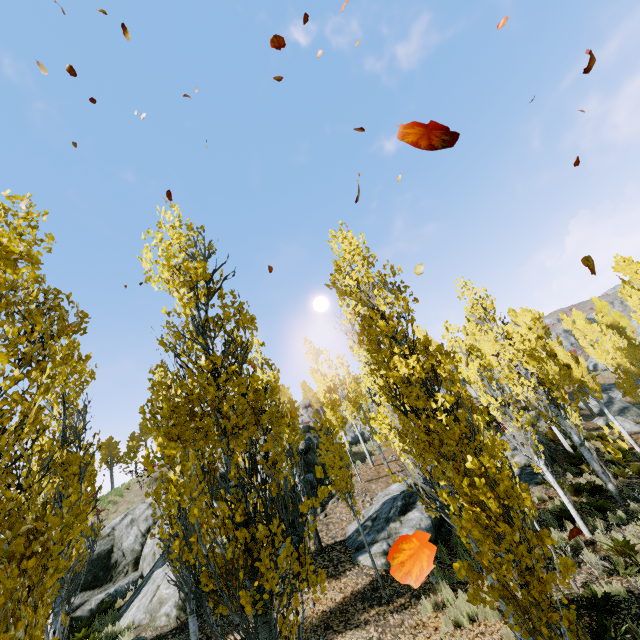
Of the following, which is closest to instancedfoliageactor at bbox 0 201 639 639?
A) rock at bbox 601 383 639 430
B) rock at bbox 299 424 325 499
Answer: rock at bbox 299 424 325 499

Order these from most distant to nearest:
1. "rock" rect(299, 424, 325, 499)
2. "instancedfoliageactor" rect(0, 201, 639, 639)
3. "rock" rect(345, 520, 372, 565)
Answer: "rock" rect(299, 424, 325, 499) → "rock" rect(345, 520, 372, 565) → "instancedfoliageactor" rect(0, 201, 639, 639)

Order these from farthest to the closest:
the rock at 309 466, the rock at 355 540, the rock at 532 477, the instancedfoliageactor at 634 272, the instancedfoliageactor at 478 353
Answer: the instancedfoliageactor at 634 272 → the rock at 309 466 → the rock at 532 477 → the rock at 355 540 → the instancedfoliageactor at 478 353

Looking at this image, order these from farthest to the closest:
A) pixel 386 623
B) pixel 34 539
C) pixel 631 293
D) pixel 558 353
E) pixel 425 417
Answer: pixel 631 293 < pixel 558 353 < pixel 386 623 < pixel 425 417 < pixel 34 539

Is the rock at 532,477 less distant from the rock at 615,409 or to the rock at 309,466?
the rock at 309,466

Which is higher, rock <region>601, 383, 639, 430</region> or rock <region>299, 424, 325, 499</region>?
rock <region>299, 424, 325, 499</region>

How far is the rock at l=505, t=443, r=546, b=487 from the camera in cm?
1406
